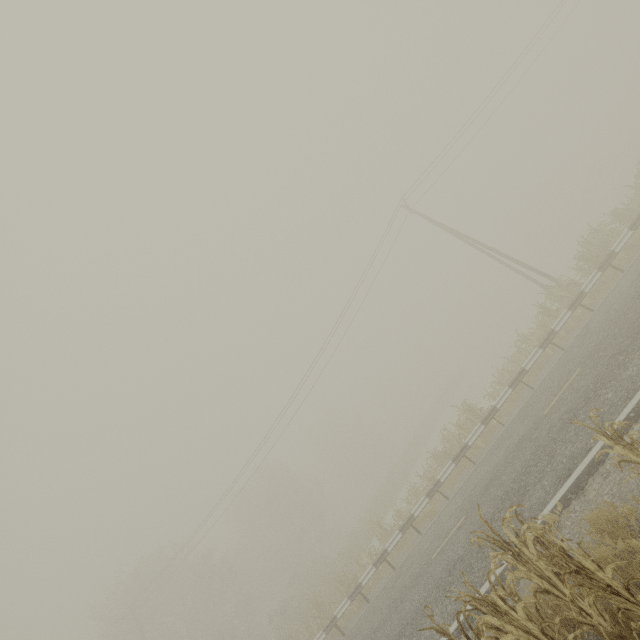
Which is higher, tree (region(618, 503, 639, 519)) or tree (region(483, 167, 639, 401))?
tree (region(483, 167, 639, 401))

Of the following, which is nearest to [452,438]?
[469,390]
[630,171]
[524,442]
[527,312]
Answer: [524,442]

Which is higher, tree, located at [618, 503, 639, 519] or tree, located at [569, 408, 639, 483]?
tree, located at [569, 408, 639, 483]

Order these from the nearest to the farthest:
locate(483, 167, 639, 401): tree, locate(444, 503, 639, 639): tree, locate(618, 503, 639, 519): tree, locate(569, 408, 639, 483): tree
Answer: locate(444, 503, 639, 639): tree → locate(569, 408, 639, 483): tree → locate(618, 503, 639, 519): tree → locate(483, 167, 639, 401): tree

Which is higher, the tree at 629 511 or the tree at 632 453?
the tree at 632 453

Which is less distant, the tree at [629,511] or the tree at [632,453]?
the tree at [632,453]

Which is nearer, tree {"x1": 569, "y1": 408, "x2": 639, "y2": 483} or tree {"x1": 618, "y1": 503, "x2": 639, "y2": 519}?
tree {"x1": 569, "y1": 408, "x2": 639, "y2": 483}
